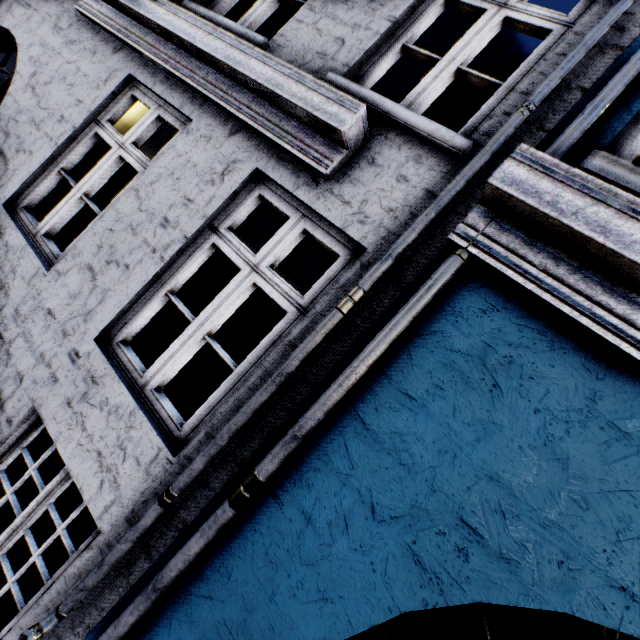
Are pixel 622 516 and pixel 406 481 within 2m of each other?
yes
